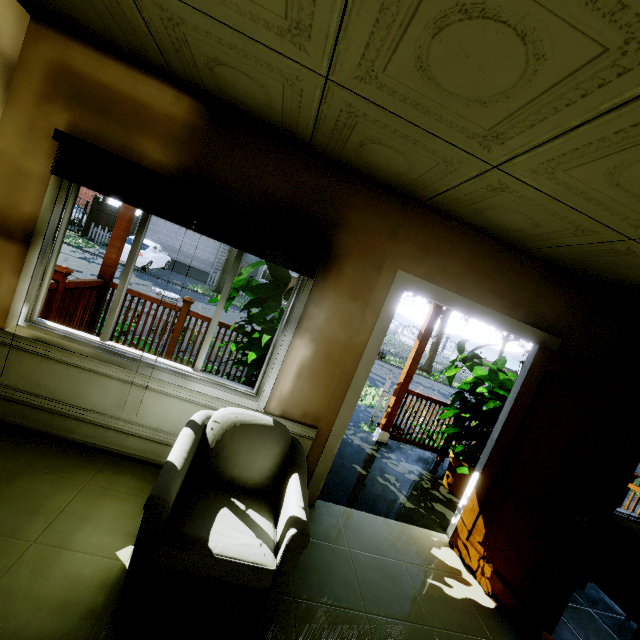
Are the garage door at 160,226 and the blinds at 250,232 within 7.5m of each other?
no

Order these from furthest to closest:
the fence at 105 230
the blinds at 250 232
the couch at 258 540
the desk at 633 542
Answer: the fence at 105 230 < the desk at 633 542 < the blinds at 250 232 < the couch at 258 540

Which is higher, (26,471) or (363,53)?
(363,53)

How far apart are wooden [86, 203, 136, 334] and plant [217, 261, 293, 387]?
2.1 meters

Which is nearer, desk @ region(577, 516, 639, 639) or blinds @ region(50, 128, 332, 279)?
blinds @ region(50, 128, 332, 279)

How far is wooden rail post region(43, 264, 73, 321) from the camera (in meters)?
3.20

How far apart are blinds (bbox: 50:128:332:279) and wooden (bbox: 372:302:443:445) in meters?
2.7 m

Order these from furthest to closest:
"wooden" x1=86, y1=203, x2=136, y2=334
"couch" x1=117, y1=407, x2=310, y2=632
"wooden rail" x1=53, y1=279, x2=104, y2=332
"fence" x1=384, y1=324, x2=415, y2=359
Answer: "fence" x1=384, y1=324, x2=415, y2=359, "wooden" x1=86, y1=203, x2=136, y2=334, "wooden rail" x1=53, y1=279, x2=104, y2=332, "couch" x1=117, y1=407, x2=310, y2=632
